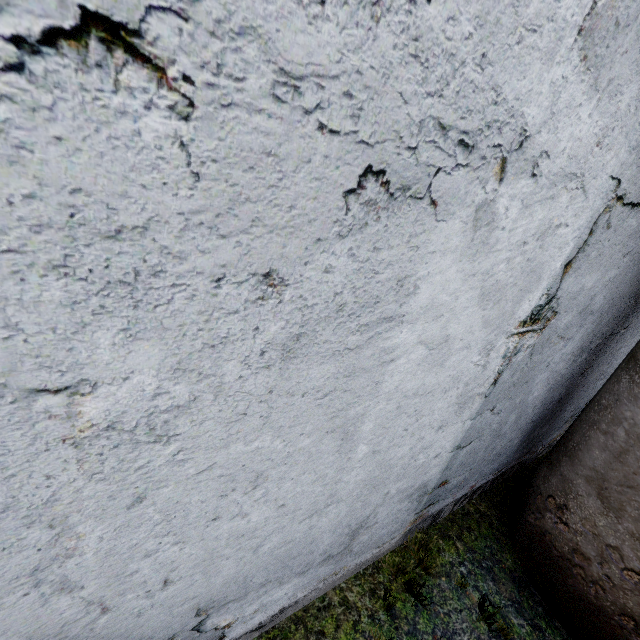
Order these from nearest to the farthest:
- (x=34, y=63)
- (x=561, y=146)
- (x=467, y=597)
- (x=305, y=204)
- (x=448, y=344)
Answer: (x=34, y=63) < (x=305, y=204) < (x=561, y=146) < (x=448, y=344) < (x=467, y=597)
